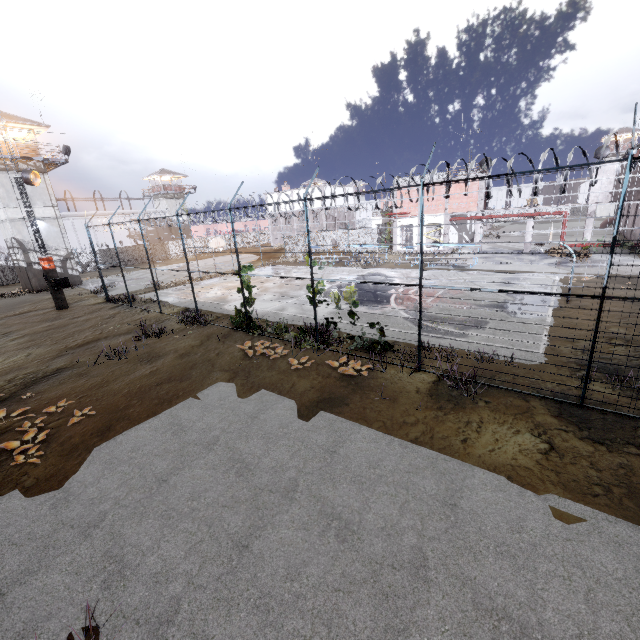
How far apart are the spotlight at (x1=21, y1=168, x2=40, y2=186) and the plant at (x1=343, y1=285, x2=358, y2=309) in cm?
2284

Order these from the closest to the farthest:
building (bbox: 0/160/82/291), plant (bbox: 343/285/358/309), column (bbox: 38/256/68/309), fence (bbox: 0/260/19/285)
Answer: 1. plant (bbox: 343/285/358/309)
2. column (bbox: 38/256/68/309)
3. building (bbox: 0/160/82/291)
4. fence (bbox: 0/260/19/285)

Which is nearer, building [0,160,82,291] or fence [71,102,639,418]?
fence [71,102,639,418]

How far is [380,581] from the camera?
4.5m

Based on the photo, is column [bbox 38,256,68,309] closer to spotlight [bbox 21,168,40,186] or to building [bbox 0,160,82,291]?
spotlight [bbox 21,168,40,186]

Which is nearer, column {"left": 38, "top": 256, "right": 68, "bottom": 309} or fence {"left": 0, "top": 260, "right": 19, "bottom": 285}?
column {"left": 38, "top": 256, "right": 68, "bottom": 309}

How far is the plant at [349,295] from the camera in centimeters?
1086cm

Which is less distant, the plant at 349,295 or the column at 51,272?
the plant at 349,295
